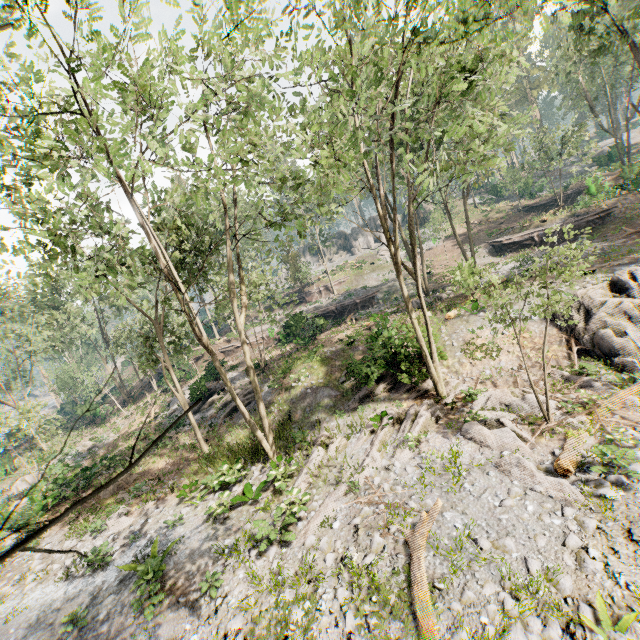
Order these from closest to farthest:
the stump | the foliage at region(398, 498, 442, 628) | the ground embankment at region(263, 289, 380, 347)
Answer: the foliage at region(398, 498, 442, 628), the stump, the ground embankment at region(263, 289, 380, 347)

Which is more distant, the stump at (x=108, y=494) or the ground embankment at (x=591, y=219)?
the ground embankment at (x=591, y=219)

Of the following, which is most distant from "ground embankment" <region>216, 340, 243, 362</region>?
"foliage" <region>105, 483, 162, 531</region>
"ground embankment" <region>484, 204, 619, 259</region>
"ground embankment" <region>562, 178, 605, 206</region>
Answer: "ground embankment" <region>562, 178, 605, 206</region>

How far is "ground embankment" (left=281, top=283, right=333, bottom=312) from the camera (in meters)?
45.47

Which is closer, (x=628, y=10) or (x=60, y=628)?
(x=60, y=628)

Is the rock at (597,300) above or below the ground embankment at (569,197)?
below

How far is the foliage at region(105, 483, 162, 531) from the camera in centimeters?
1509cm

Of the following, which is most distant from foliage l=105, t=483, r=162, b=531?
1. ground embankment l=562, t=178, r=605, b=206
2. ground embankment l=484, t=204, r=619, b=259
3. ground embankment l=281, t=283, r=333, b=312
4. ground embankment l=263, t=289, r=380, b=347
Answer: ground embankment l=562, t=178, r=605, b=206
